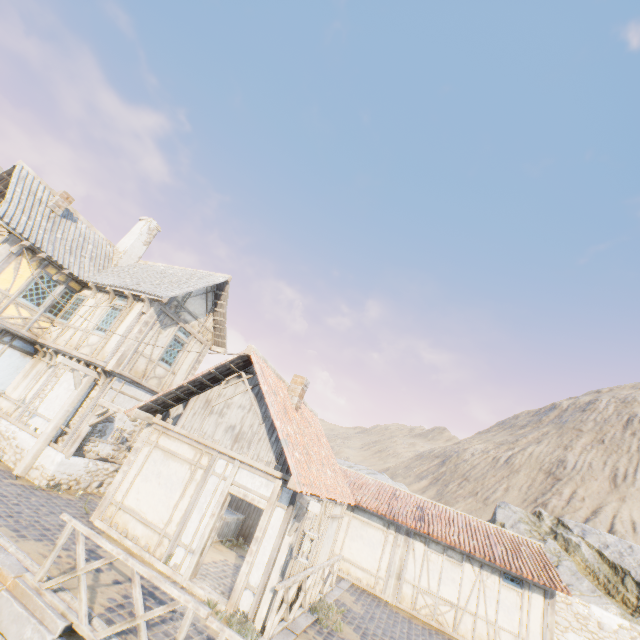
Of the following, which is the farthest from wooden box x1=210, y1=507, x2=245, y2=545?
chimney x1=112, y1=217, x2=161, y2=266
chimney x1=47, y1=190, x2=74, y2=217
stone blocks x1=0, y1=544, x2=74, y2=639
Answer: chimney x1=47, y1=190, x2=74, y2=217

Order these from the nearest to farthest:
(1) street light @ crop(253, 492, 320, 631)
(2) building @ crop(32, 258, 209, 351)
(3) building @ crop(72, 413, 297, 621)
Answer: (1) street light @ crop(253, 492, 320, 631), (3) building @ crop(72, 413, 297, 621), (2) building @ crop(32, 258, 209, 351)

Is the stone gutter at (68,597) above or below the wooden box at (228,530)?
below

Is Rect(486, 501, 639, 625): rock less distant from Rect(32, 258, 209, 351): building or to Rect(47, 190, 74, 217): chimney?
Rect(32, 258, 209, 351): building

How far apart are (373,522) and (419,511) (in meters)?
2.44

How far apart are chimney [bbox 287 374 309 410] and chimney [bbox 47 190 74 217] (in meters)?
12.73

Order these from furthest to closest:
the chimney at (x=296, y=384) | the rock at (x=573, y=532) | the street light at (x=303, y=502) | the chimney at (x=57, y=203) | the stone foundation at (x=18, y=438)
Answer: Answer: the rock at (x=573, y=532), the chimney at (x=57, y=203), the chimney at (x=296, y=384), the stone foundation at (x=18, y=438), the street light at (x=303, y=502)

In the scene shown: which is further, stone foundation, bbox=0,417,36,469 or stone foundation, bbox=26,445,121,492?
stone foundation, bbox=0,417,36,469
